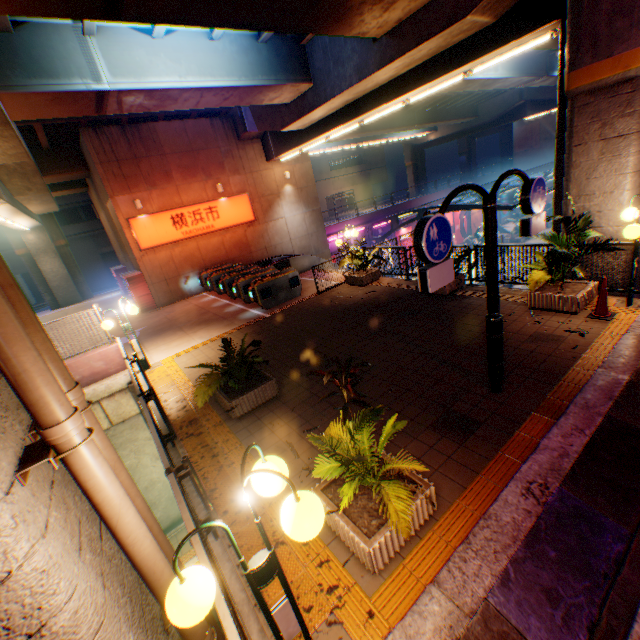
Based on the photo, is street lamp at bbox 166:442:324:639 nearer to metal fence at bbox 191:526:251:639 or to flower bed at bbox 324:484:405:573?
metal fence at bbox 191:526:251:639

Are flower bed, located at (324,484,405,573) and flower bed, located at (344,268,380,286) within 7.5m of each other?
no

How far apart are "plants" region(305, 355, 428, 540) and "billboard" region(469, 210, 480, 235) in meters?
42.8

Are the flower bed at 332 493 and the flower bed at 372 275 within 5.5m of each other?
no

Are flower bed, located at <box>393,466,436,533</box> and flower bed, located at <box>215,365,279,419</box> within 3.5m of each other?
yes

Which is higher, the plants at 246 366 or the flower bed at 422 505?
the plants at 246 366

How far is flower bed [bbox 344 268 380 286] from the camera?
12.55m

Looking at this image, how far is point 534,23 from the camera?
7.9m
